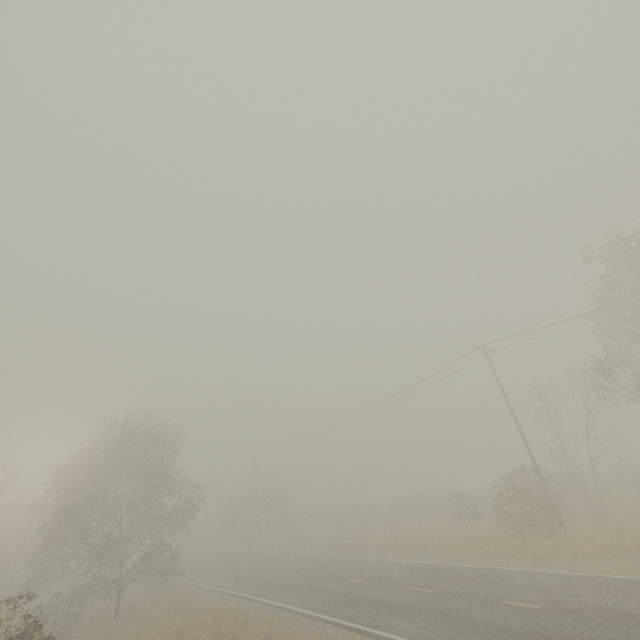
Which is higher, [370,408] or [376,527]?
[370,408]
